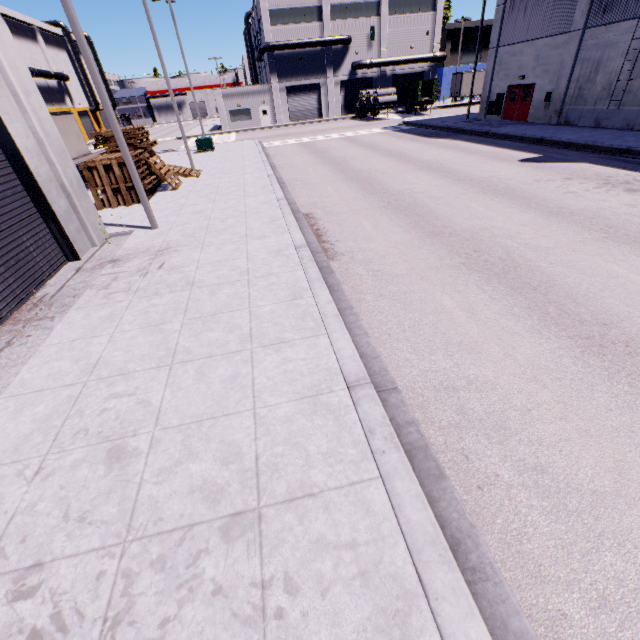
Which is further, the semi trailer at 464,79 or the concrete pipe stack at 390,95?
the semi trailer at 464,79

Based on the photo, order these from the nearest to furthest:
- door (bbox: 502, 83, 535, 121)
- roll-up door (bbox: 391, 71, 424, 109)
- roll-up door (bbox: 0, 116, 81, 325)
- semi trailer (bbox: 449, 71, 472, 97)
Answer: roll-up door (bbox: 0, 116, 81, 325)
door (bbox: 502, 83, 535, 121)
semi trailer (bbox: 449, 71, 472, 97)
roll-up door (bbox: 391, 71, 424, 109)

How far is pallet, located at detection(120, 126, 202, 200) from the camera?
14.29m

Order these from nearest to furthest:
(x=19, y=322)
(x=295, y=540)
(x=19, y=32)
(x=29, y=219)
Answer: (x=295, y=540), (x=19, y=322), (x=29, y=219), (x=19, y=32)

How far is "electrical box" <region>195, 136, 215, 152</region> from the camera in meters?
26.7

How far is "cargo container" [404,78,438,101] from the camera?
39.14m

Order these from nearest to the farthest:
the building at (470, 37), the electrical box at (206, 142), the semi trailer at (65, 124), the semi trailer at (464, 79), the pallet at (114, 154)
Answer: the pallet at (114, 154), the semi trailer at (65, 124), the electrical box at (206, 142), the semi trailer at (464, 79), the building at (470, 37)

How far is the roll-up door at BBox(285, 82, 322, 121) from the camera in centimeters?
4619cm
